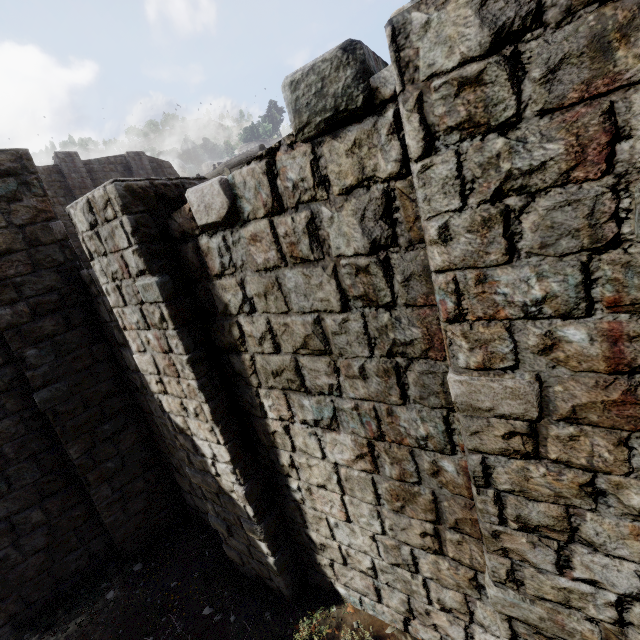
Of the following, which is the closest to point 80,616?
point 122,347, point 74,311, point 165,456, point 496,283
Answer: point 165,456
